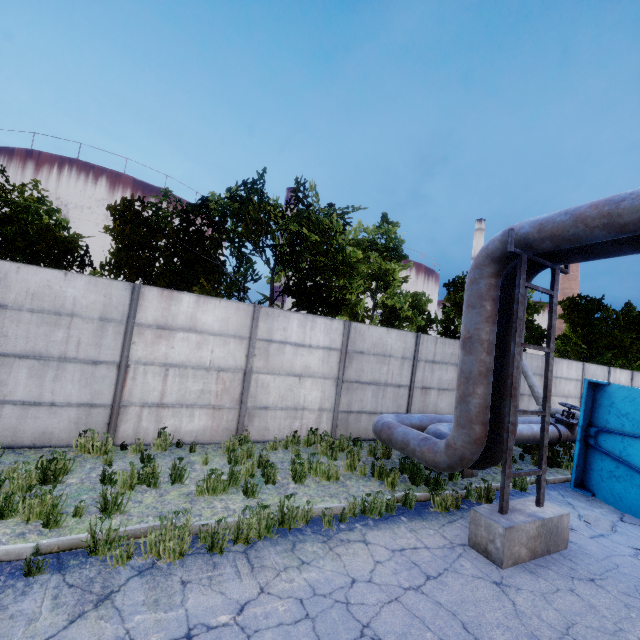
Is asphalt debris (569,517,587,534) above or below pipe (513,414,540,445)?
below

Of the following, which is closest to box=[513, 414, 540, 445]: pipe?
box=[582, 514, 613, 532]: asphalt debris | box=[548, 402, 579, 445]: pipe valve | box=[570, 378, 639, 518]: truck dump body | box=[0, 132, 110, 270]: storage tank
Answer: box=[548, 402, 579, 445]: pipe valve

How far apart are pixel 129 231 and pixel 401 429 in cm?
950

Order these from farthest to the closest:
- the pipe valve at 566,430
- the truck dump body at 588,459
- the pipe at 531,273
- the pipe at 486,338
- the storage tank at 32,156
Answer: the storage tank at 32,156, the pipe valve at 566,430, the truck dump body at 588,459, the pipe at 531,273, the pipe at 486,338

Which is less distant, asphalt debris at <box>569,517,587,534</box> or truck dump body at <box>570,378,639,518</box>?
asphalt debris at <box>569,517,587,534</box>

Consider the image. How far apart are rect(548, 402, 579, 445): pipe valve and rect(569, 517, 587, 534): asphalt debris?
3.76m

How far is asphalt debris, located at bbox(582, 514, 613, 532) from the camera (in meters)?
6.22

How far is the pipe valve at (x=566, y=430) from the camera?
10.0m
